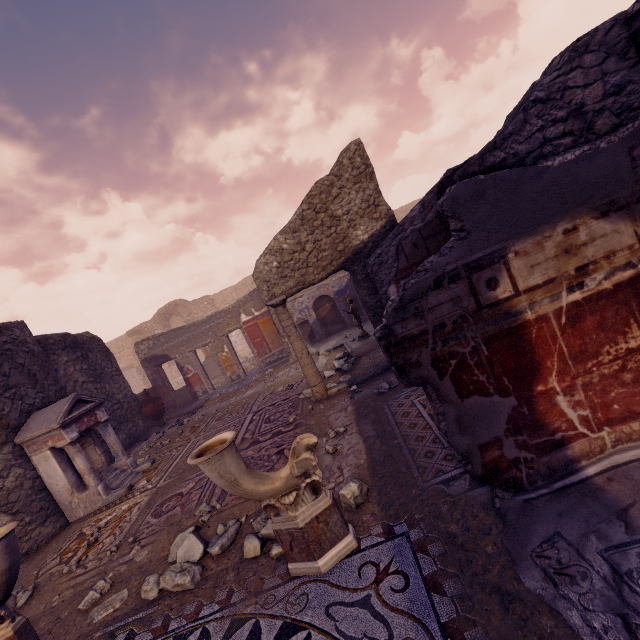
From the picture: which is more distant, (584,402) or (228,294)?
(228,294)

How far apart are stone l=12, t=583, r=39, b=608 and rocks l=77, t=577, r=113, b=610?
1.2m

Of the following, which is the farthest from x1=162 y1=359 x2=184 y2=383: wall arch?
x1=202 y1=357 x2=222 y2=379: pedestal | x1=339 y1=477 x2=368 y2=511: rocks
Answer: x1=339 y1=477 x2=368 y2=511: rocks

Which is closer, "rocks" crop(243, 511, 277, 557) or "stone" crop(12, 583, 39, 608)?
"rocks" crop(243, 511, 277, 557)

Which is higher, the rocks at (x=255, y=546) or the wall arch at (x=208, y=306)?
the wall arch at (x=208, y=306)

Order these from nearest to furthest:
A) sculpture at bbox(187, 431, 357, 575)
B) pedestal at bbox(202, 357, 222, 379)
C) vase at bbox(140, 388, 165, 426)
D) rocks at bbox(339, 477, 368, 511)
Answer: sculpture at bbox(187, 431, 357, 575) < rocks at bbox(339, 477, 368, 511) < vase at bbox(140, 388, 165, 426) < pedestal at bbox(202, 357, 222, 379)

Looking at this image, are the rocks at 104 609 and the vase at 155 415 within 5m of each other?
no

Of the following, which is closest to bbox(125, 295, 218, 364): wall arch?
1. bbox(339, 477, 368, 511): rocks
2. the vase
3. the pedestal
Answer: the pedestal
